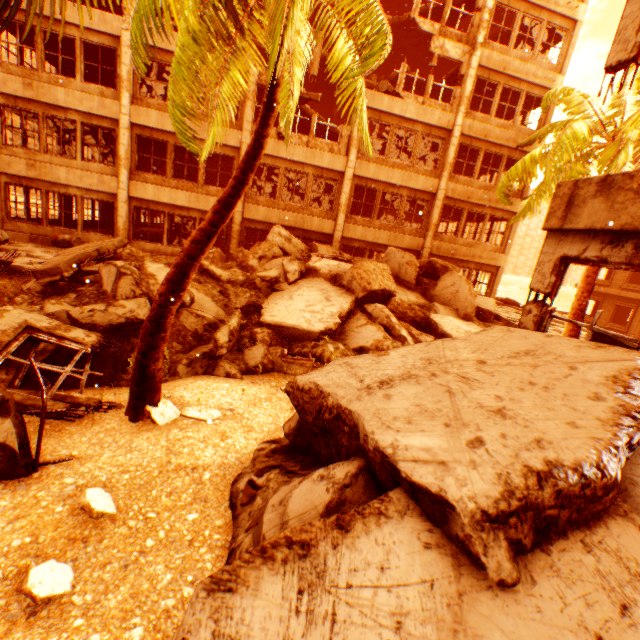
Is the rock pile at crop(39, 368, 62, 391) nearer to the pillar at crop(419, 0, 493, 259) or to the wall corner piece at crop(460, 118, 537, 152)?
the pillar at crop(419, 0, 493, 259)

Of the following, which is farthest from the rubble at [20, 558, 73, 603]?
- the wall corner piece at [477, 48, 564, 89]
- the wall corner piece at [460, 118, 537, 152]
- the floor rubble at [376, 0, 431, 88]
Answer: the wall corner piece at [477, 48, 564, 89]

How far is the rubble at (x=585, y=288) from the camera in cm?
1095

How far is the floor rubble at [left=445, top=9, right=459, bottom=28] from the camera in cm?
1627

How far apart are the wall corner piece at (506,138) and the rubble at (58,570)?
19.8 meters

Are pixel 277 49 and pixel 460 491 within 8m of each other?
yes

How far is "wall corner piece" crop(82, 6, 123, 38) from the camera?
12.52m

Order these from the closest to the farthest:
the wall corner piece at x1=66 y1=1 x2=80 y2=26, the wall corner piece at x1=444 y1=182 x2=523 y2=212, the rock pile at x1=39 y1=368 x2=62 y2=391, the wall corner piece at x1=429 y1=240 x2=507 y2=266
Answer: the rock pile at x1=39 y1=368 x2=62 y2=391
the wall corner piece at x1=66 y1=1 x2=80 y2=26
the wall corner piece at x1=444 y1=182 x2=523 y2=212
the wall corner piece at x1=429 y1=240 x2=507 y2=266
